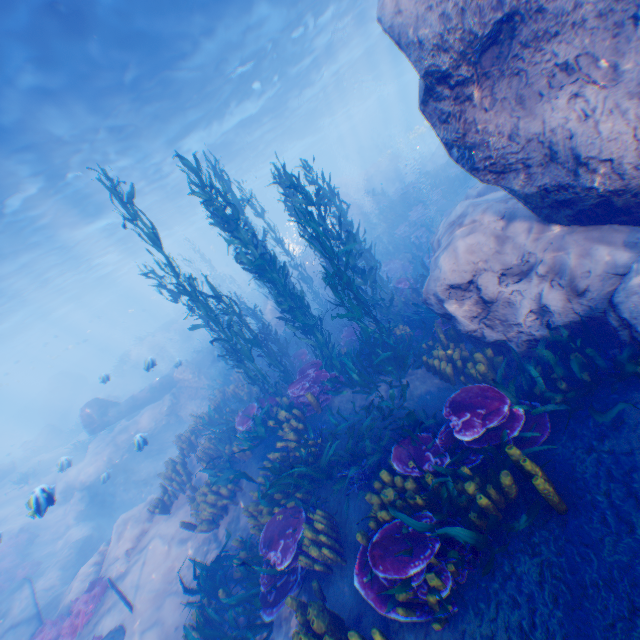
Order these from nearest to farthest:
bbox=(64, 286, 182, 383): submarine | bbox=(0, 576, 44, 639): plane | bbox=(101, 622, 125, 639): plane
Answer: bbox=(101, 622, 125, 639): plane → bbox=(0, 576, 44, 639): plane → bbox=(64, 286, 182, 383): submarine

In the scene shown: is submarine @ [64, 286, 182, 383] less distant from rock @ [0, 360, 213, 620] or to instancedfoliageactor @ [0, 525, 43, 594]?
rock @ [0, 360, 213, 620]

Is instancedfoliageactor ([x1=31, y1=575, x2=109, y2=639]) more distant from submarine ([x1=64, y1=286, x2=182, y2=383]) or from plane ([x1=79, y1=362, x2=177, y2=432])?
submarine ([x1=64, y1=286, x2=182, y2=383])

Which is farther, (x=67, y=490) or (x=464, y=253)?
(x=67, y=490)

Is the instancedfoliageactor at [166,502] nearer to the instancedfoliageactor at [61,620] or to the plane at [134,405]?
the plane at [134,405]

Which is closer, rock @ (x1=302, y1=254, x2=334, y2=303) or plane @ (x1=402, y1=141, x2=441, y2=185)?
rock @ (x1=302, y1=254, x2=334, y2=303)

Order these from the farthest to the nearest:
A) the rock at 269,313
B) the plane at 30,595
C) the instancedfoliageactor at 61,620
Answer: the rock at 269,313 < the plane at 30,595 < the instancedfoliageactor at 61,620

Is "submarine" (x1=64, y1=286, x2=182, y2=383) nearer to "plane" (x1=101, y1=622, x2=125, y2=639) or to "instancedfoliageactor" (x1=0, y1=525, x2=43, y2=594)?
"plane" (x1=101, y1=622, x2=125, y2=639)
